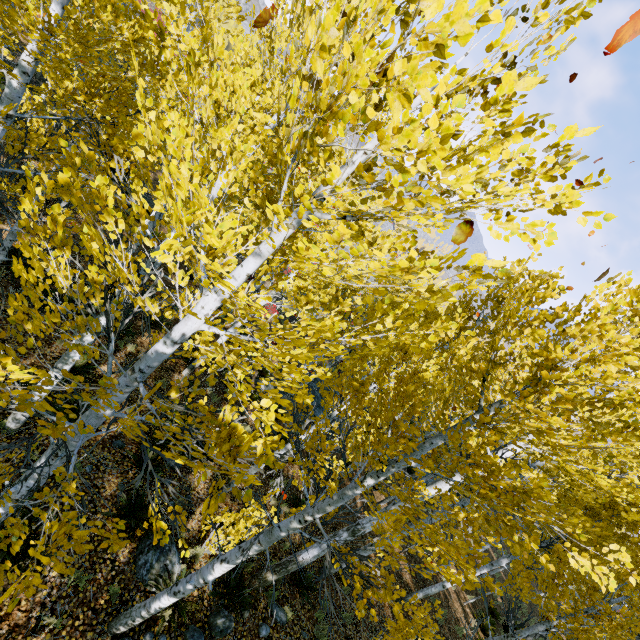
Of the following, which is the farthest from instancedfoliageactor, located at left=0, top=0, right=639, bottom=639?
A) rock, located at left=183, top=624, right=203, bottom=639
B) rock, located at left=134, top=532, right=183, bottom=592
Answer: rock, located at left=134, top=532, right=183, bottom=592

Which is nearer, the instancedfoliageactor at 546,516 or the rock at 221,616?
the instancedfoliageactor at 546,516

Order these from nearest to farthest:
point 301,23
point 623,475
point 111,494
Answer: point 301,23, point 623,475, point 111,494

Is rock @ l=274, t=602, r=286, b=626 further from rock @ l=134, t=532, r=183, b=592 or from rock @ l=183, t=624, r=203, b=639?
rock @ l=134, t=532, r=183, b=592

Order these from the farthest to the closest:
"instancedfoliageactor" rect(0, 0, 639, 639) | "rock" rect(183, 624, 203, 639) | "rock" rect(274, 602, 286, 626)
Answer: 1. "rock" rect(274, 602, 286, 626)
2. "rock" rect(183, 624, 203, 639)
3. "instancedfoliageactor" rect(0, 0, 639, 639)

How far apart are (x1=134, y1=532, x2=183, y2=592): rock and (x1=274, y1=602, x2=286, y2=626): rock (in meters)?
2.38

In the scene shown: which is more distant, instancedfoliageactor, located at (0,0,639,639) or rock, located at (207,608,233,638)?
rock, located at (207,608,233,638)

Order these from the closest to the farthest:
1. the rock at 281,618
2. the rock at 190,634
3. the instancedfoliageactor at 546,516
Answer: the instancedfoliageactor at 546,516 → the rock at 190,634 → the rock at 281,618
